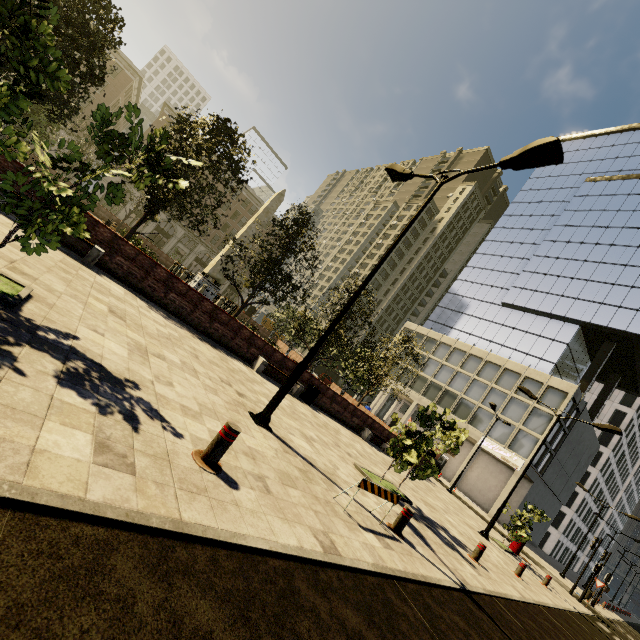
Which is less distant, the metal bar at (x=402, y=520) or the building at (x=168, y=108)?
the metal bar at (x=402, y=520)

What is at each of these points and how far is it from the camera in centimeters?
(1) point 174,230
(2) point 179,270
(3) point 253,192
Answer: (1) building, 5578cm
(2) fence, 2491cm
(3) building, 5997cm

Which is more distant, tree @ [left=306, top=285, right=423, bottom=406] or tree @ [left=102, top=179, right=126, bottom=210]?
tree @ [left=306, top=285, right=423, bottom=406]

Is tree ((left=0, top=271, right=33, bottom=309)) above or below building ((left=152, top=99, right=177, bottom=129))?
below

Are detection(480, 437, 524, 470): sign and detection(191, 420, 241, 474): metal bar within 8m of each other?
no

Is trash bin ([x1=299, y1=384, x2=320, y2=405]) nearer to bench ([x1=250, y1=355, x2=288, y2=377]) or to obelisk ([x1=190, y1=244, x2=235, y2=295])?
bench ([x1=250, y1=355, x2=288, y2=377])

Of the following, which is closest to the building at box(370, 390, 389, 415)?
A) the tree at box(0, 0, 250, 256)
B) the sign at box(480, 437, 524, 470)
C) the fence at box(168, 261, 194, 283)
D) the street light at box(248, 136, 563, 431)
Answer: the sign at box(480, 437, 524, 470)

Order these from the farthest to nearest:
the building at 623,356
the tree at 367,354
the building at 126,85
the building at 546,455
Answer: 1. the building at 126,85
2. the building at 623,356
3. the building at 546,455
4. the tree at 367,354
